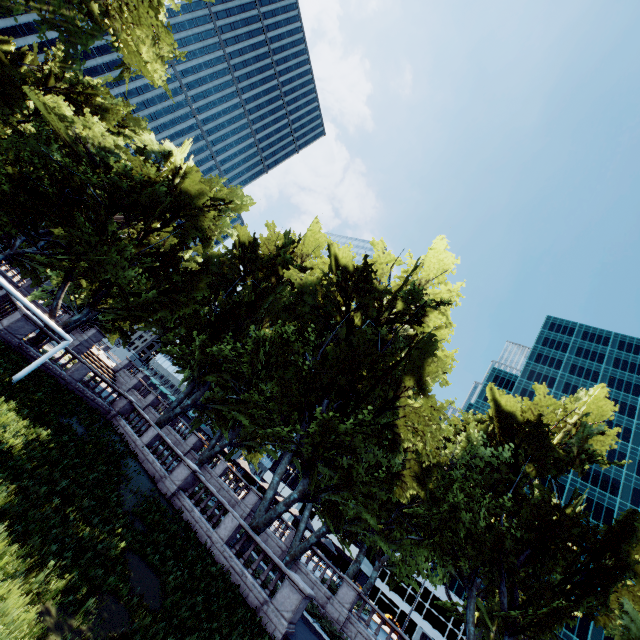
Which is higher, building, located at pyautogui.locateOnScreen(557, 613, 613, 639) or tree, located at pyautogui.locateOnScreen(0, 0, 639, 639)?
building, located at pyautogui.locateOnScreen(557, 613, 613, 639)

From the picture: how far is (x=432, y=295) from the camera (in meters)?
24.52

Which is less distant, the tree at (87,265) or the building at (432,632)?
the tree at (87,265)

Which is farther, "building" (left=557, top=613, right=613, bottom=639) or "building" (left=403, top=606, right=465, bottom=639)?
"building" (left=403, top=606, right=465, bottom=639)

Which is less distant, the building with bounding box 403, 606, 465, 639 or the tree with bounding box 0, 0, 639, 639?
the tree with bounding box 0, 0, 639, 639

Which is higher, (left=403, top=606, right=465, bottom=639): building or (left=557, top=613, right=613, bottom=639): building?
(left=557, top=613, right=613, bottom=639): building
